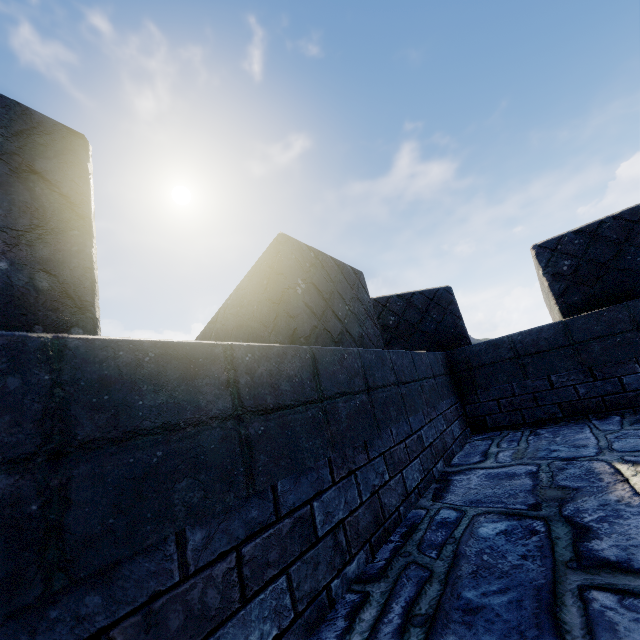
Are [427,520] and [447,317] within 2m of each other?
no
